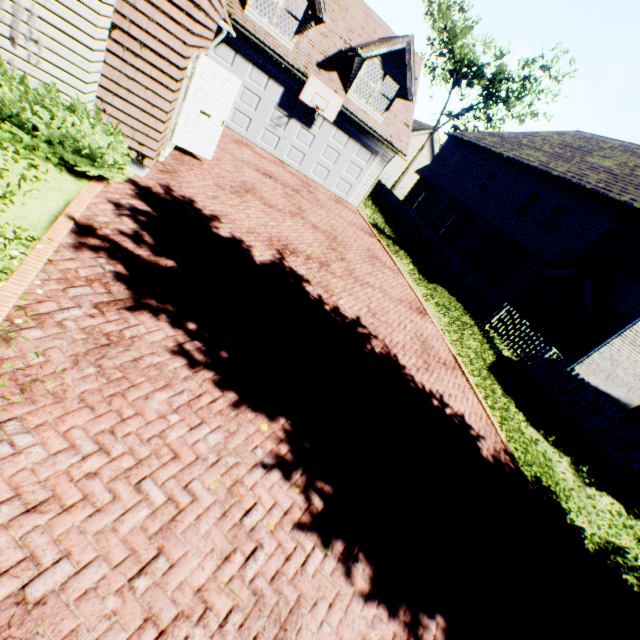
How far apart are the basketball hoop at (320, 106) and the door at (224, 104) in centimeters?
627cm

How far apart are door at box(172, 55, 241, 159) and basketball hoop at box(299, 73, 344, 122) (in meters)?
6.27

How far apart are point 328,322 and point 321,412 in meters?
2.5

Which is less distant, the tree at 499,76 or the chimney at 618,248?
the chimney at 618,248

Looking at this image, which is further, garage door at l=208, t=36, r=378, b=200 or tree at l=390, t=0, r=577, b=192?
tree at l=390, t=0, r=577, b=192

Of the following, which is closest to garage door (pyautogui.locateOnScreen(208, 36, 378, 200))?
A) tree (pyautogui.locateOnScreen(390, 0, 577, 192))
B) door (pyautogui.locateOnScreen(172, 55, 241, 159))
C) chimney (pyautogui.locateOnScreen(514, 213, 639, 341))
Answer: door (pyautogui.locateOnScreen(172, 55, 241, 159))

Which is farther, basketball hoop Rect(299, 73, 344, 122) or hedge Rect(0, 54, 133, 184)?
basketball hoop Rect(299, 73, 344, 122)

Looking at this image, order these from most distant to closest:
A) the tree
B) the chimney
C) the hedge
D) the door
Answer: the tree
the chimney
the door
the hedge
